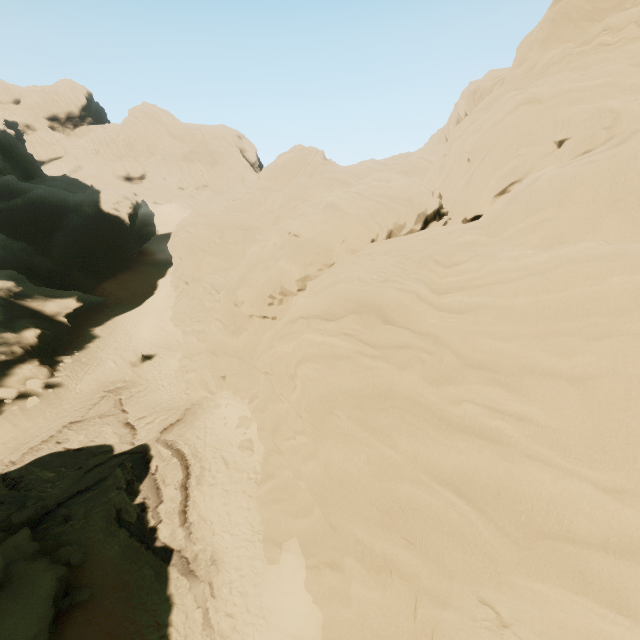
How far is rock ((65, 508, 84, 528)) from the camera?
14.5 meters

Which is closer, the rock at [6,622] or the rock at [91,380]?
the rock at [6,622]

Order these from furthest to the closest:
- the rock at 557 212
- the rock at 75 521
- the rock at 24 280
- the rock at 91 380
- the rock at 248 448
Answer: the rock at 24 280, the rock at 91 380, the rock at 248 448, the rock at 75 521, the rock at 557 212

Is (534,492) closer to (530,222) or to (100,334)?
(530,222)

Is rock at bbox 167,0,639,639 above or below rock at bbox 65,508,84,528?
above

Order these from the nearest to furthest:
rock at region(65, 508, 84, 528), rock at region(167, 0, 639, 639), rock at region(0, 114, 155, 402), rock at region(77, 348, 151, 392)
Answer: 1. rock at region(167, 0, 639, 639)
2. rock at region(65, 508, 84, 528)
3. rock at region(77, 348, 151, 392)
4. rock at region(0, 114, 155, 402)

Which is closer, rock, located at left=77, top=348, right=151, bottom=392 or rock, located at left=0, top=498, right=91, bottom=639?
rock, located at left=0, top=498, right=91, bottom=639
